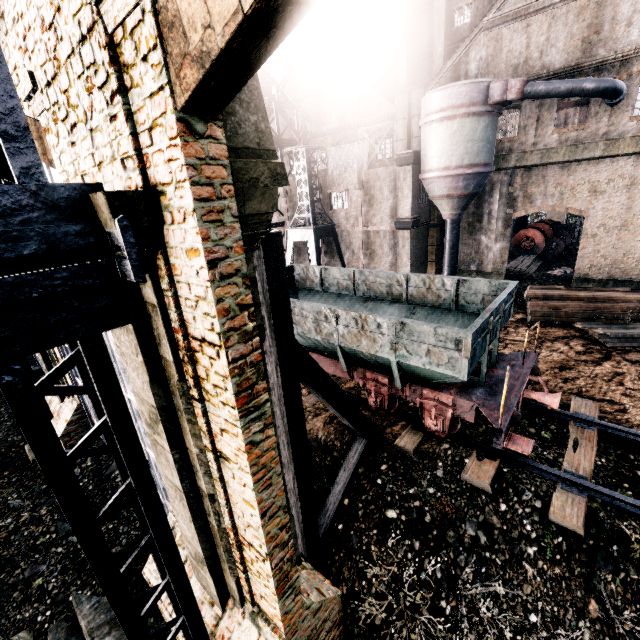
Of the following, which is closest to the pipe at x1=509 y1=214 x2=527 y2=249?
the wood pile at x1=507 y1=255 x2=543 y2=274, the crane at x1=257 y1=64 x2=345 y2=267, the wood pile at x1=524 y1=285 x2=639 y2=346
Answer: the wood pile at x1=507 y1=255 x2=543 y2=274

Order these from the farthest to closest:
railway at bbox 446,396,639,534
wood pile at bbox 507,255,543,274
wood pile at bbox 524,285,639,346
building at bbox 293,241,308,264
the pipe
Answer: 1. the pipe
2. building at bbox 293,241,308,264
3. wood pile at bbox 507,255,543,274
4. wood pile at bbox 524,285,639,346
5. railway at bbox 446,396,639,534

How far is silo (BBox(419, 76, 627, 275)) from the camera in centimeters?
1797cm

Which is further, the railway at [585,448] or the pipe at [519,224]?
the pipe at [519,224]

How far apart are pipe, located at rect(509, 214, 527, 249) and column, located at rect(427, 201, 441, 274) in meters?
13.1 m

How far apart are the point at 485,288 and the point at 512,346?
A: 7.86m

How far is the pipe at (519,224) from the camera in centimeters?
3528cm

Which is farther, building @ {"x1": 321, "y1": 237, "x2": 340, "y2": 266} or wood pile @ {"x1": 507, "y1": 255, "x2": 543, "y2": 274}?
building @ {"x1": 321, "y1": 237, "x2": 340, "y2": 266}
